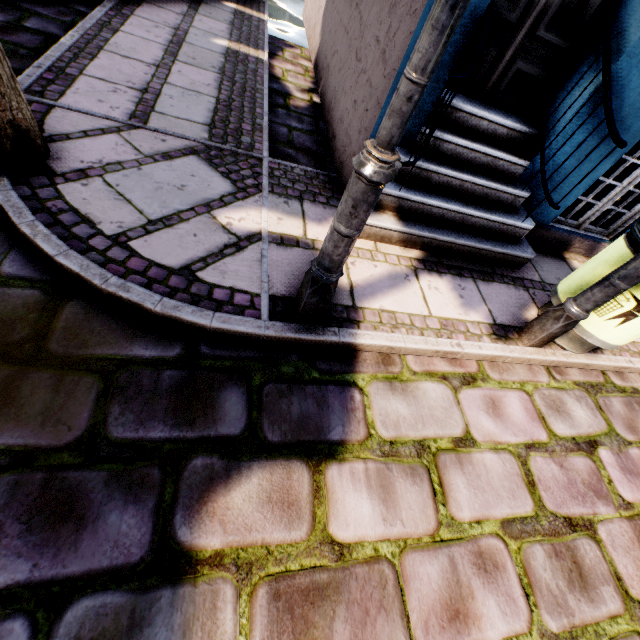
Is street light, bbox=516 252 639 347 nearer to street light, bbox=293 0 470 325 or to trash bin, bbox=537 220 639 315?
trash bin, bbox=537 220 639 315

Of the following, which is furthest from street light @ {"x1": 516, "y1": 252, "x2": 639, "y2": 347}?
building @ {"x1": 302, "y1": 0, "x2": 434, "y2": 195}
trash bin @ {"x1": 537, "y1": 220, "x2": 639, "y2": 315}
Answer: building @ {"x1": 302, "y1": 0, "x2": 434, "y2": 195}

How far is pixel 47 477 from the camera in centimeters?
137cm

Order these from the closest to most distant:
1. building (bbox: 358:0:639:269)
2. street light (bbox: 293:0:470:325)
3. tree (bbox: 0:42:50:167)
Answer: street light (bbox: 293:0:470:325) < tree (bbox: 0:42:50:167) < building (bbox: 358:0:639:269)

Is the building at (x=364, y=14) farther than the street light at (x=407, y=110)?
Yes

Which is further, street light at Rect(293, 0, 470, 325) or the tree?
the tree

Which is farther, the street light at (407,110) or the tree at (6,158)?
the tree at (6,158)

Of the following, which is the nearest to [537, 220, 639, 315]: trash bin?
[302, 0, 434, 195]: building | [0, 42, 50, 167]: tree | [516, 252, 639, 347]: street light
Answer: [516, 252, 639, 347]: street light
